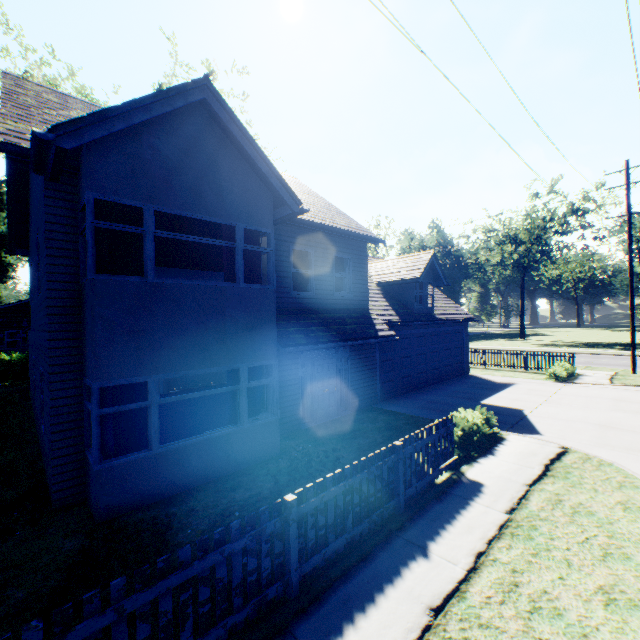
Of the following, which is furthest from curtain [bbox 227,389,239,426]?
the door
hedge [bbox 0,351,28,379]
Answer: hedge [bbox 0,351,28,379]

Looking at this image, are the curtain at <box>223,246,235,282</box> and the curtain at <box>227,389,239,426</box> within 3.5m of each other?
yes

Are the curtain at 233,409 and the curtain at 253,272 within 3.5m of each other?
yes

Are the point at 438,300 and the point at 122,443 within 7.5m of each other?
no

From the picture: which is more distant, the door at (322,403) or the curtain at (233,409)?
the door at (322,403)

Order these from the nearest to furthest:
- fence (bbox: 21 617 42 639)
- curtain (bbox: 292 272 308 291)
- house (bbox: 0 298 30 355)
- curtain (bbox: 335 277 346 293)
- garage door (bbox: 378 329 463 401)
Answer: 1. fence (bbox: 21 617 42 639)
2. curtain (bbox: 292 272 308 291)
3. curtain (bbox: 335 277 346 293)
4. garage door (bbox: 378 329 463 401)
5. house (bbox: 0 298 30 355)

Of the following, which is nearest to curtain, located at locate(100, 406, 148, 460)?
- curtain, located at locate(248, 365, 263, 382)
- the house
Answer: curtain, located at locate(248, 365, 263, 382)

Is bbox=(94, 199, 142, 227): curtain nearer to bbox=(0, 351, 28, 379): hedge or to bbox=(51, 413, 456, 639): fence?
bbox=(51, 413, 456, 639): fence
